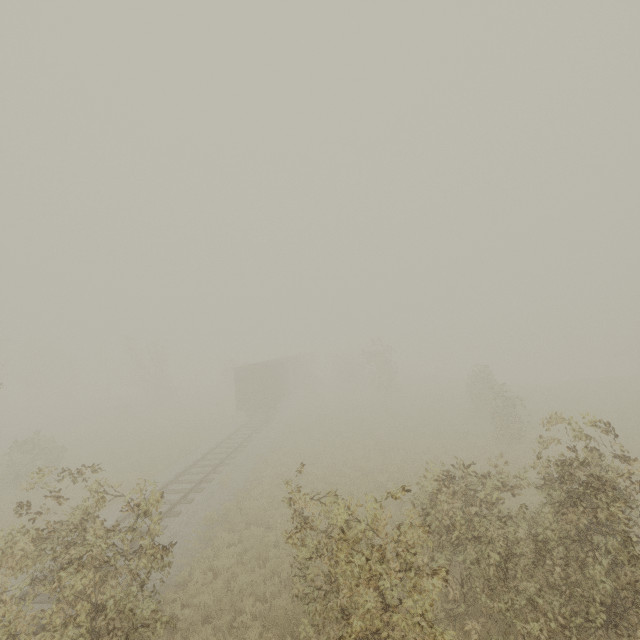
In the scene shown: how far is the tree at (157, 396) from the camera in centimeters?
4044cm

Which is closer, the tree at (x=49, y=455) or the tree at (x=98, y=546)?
the tree at (x=98, y=546)

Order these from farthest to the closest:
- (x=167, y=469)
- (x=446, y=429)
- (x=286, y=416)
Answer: (x=286, y=416) → (x=446, y=429) → (x=167, y=469)

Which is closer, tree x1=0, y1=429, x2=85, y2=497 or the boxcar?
tree x1=0, y1=429, x2=85, y2=497

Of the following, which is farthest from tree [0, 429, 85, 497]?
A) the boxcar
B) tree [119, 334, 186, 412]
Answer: tree [119, 334, 186, 412]

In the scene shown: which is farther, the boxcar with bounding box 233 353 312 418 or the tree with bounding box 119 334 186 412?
the tree with bounding box 119 334 186 412

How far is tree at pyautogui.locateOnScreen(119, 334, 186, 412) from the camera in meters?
40.4

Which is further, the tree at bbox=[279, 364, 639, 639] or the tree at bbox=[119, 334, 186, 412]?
the tree at bbox=[119, 334, 186, 412]
